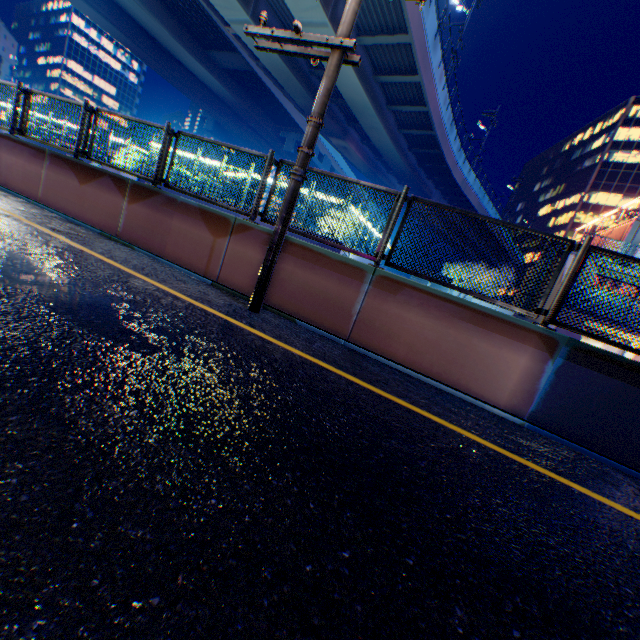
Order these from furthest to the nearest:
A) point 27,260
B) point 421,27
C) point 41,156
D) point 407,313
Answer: point 421,27, point 41,156, point 407,313, point 27,260

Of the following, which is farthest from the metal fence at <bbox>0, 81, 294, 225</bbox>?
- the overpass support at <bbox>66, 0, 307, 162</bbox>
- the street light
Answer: the street light

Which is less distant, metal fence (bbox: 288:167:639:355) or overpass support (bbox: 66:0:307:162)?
metal fence (bbox: 288:167:639:355)

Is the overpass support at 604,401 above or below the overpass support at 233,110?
below

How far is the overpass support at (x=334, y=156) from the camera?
46.14m

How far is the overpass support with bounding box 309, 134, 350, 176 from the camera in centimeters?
4614cm

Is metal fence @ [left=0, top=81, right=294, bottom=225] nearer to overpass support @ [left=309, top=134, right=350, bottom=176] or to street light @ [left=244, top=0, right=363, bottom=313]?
overpass support @ [left=309, top=134, right=350, bottom=176]
